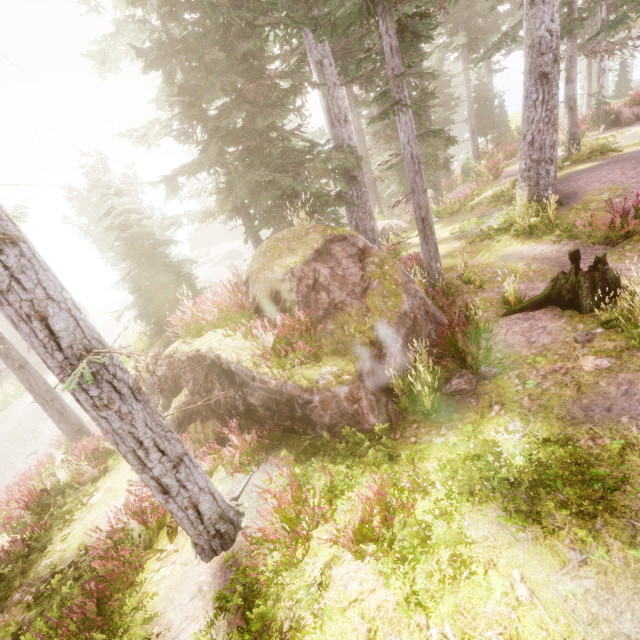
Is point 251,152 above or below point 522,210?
above

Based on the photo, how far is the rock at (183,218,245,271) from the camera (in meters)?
39.44

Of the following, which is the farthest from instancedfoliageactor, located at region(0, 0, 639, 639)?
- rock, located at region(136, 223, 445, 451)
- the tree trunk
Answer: the tree trunk

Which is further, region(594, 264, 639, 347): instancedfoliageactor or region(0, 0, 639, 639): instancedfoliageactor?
region(594, 264, 639, 347): instancedfoliageactor

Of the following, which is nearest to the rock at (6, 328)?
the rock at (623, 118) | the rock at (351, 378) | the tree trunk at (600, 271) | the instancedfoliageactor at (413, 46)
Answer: the instancedfoliageactor at (413, 46)

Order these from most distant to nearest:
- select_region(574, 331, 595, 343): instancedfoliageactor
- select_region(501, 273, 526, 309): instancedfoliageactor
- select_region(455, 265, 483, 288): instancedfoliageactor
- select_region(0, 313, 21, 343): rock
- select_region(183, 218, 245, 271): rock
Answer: select_region(183, 218, 245, 271): rock → select_region(0, 313, 21, 343): rock → select_region(455, 265, 483, 288): instancedfoliageactor → select_region(501, 273, 526, 309): instancedfoliageactor → select_region(574, 331, 595, 343): instancedfoliageactor

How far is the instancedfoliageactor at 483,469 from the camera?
3.9m
